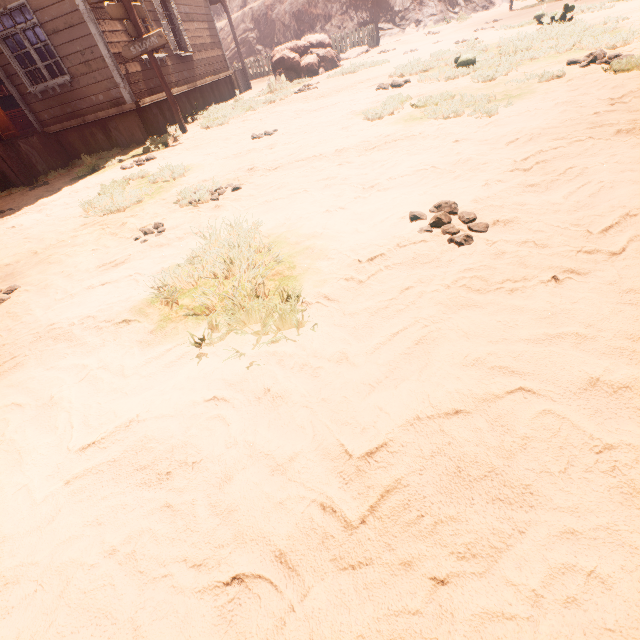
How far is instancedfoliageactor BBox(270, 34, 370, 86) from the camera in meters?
13.4 m

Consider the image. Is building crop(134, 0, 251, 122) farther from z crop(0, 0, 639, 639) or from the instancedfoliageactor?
the instancedfoliageactor

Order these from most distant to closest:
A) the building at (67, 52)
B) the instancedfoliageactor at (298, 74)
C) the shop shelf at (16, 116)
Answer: the instancedfoliageactor at (298, 74) → the shop shelf at (16, 116) → the building at (67, 52)

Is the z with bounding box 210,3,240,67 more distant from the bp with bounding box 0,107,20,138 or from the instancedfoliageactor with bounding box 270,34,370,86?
the bp with bounding box 0,107,20,138

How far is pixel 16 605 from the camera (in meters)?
1.15

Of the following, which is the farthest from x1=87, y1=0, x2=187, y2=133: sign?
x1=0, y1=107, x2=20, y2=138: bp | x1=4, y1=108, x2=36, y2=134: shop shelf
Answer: x1=4, y1=108, x2=36, y2=134: shop shelf

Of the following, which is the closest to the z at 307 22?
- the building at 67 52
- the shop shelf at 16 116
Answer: the building at 67 52

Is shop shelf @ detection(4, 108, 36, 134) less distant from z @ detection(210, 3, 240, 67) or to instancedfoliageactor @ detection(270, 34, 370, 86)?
z @ detection(210, 3, 240, 67)
